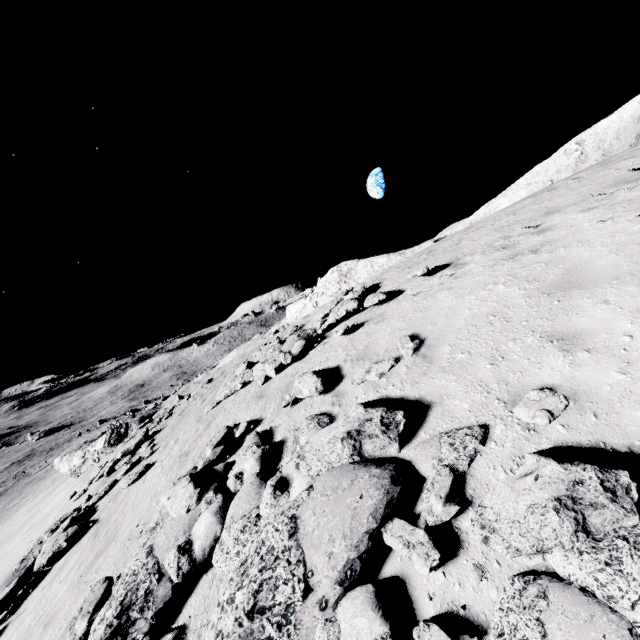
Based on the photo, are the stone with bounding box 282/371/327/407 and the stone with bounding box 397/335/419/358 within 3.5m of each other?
yes

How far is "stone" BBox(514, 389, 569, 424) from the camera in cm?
364

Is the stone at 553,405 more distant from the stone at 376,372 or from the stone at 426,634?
the stone at 376,372

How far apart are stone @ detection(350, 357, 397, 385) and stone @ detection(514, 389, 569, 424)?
2.4 meters

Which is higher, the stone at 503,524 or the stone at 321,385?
the stone at 321,385

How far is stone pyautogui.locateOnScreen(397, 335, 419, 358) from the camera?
6.28m

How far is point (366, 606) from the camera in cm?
317

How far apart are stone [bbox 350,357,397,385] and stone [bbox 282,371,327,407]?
0.8 meters
